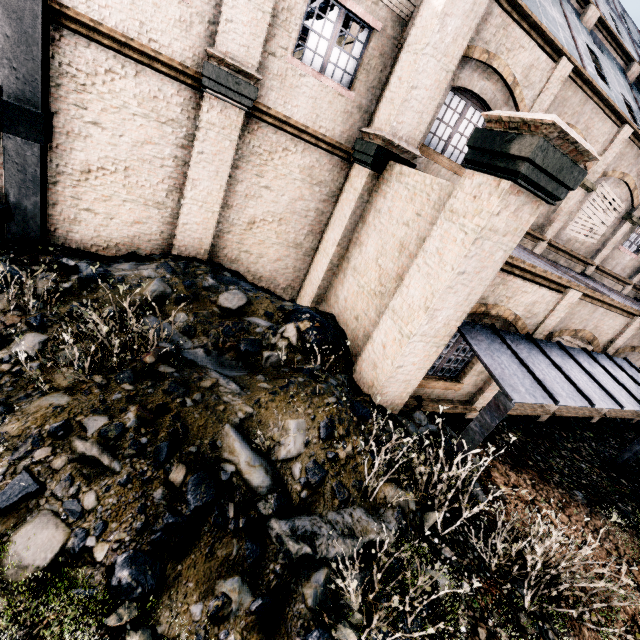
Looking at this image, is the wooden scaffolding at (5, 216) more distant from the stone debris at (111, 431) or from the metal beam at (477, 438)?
the metal beam at (477, 438)

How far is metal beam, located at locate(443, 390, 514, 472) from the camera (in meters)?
5.97

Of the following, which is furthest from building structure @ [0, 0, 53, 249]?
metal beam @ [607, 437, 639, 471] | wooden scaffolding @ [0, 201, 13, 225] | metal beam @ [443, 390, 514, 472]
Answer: metal beam @ [607, 437, 639, 471]

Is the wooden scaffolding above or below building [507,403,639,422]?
above

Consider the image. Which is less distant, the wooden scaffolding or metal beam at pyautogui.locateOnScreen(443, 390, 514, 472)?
metal beam at pyautogui.locateOnScreen(443, 390, 514, 472)

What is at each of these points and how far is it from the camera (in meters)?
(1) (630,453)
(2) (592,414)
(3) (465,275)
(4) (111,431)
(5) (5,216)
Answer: (1) metal beam, 11.16
(2) building, 14.04
(3) building, 6.16
(4) stone debris, 4.49
(5) wooden scaffolding, 8.05

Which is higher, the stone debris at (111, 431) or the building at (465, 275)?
the building at (465, 275)

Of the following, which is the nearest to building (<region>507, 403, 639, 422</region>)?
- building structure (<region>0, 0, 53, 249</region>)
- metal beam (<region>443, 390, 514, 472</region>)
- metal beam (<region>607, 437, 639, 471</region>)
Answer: building structure (<region>0, 0, 53, 249</region>)
